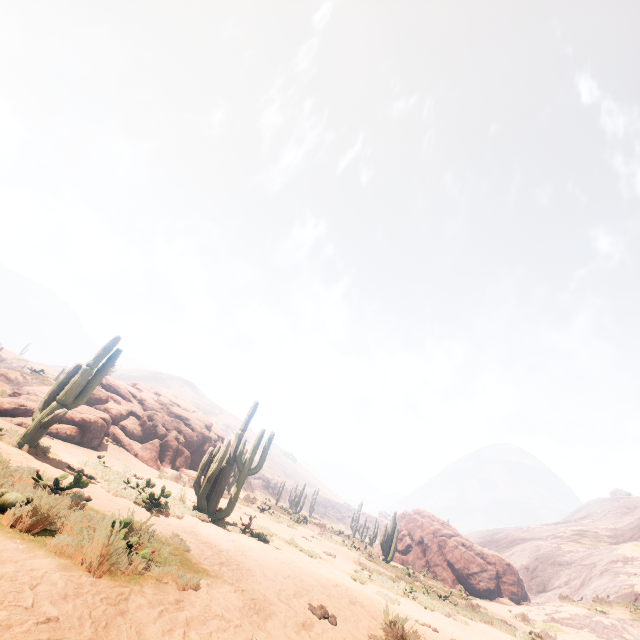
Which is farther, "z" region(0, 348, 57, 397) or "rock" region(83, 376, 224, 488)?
"z" region(0, 348, 57, 397)

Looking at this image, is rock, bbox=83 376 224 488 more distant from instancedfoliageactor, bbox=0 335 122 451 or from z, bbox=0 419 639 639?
z, bbox=0 419 639 639

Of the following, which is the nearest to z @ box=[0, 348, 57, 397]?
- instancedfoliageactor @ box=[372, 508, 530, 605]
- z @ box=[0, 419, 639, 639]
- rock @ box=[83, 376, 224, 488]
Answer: z @ box=[0, 419, 639, 639]

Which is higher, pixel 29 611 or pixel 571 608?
pixel 571 608

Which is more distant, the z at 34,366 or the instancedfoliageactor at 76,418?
the z at 34,366

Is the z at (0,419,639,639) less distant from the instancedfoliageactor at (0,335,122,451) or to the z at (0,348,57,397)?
the instancedfoliageactor at (0,335,122,451)

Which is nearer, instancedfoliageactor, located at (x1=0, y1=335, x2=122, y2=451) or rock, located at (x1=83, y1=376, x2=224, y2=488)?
instancedfoliageactor, located at (x1=0, y1=335, x2=122, y2=451)

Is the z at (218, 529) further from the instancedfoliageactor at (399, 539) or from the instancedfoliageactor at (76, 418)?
the instancedfoliageactor at (399, 539)
